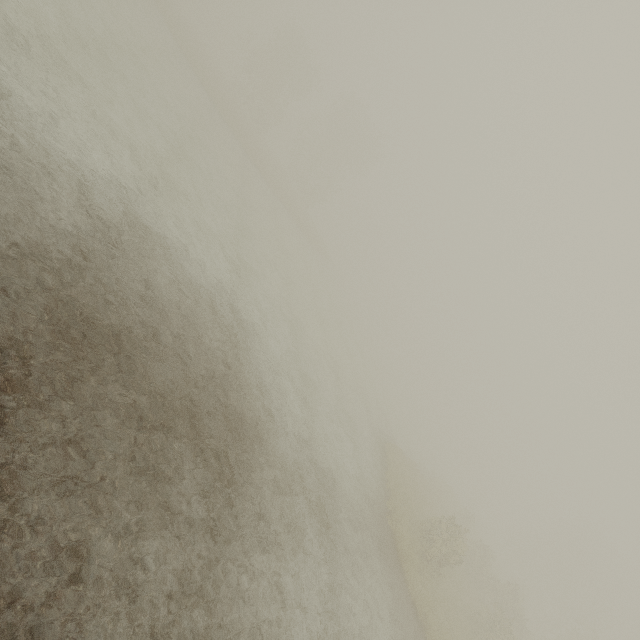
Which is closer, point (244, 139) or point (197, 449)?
point (197, 449)
